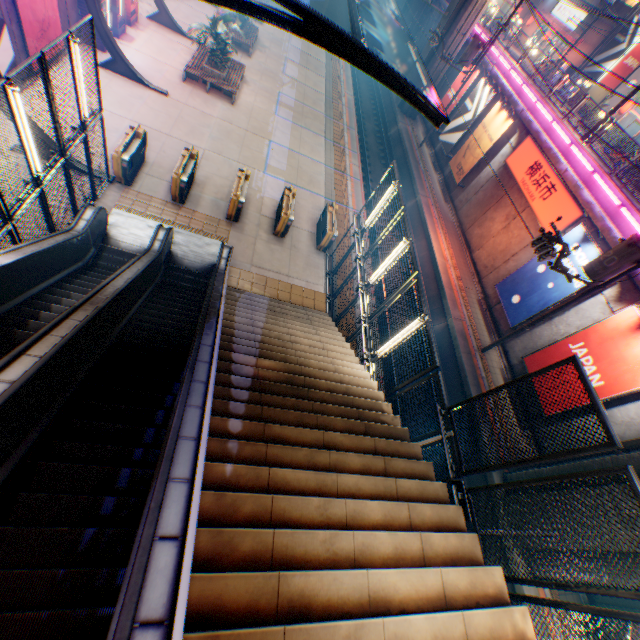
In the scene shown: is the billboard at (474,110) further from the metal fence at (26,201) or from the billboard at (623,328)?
the billboard at (623,328)

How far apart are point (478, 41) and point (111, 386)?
27.2m

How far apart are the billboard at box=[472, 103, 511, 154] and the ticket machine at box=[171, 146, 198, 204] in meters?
16.6 m

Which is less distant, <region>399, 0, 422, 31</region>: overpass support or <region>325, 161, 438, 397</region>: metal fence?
<region>325, 161, 438, 397</region>: metal fence

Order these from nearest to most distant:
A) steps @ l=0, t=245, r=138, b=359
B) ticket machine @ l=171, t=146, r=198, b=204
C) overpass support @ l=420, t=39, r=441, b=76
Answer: steps @ l=0, t=245, r=138, b=359, ticket machine @ l=171, t=146, r=198, b=204, overpass support @ l=420, t=39, r=441, b=76

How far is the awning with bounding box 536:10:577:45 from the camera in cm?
3188

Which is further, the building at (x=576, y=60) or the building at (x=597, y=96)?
the building at (x=576, y=60)

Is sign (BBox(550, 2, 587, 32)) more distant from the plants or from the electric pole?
the electric pole
